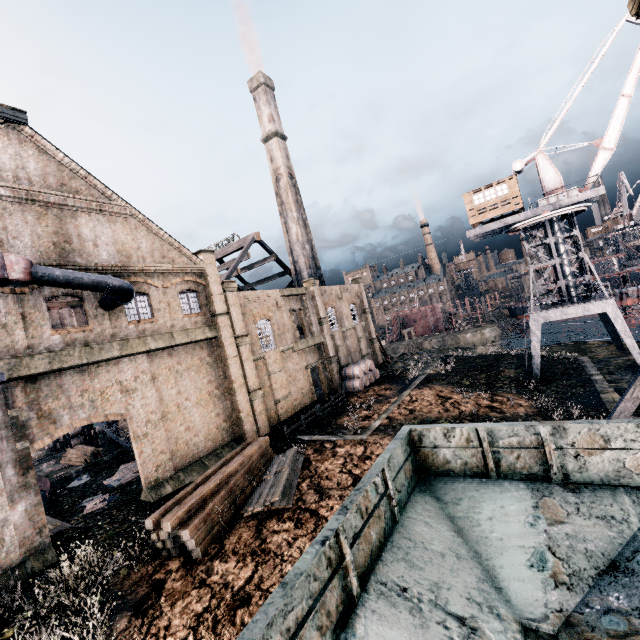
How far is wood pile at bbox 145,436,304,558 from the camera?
13.99m

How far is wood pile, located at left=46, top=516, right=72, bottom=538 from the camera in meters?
16.5 m

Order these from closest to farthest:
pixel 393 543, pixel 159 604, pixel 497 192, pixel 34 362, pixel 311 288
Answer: pixel 393 543, pixel 159 604, pixel 34 362, pixel 497 192, pixel 311 288

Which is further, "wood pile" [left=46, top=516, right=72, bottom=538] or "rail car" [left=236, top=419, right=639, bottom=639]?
"wood pile" [left=46, top=516, right=72, bottom=538]

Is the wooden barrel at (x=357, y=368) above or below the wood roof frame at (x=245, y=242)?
below

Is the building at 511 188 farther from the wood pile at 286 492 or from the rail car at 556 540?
the rail car at 556 540

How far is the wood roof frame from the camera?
39.6m

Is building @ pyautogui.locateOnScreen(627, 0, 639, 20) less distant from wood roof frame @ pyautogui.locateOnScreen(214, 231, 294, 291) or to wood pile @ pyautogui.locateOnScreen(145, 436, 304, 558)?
wood roof frame @ pyautogui.locateOnScreen(214, 231, 294, 291)
